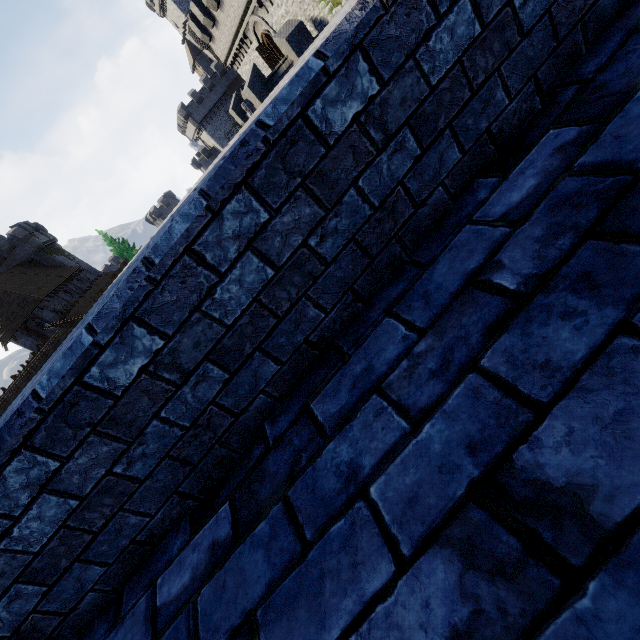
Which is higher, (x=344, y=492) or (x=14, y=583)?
(x=14, y=583)

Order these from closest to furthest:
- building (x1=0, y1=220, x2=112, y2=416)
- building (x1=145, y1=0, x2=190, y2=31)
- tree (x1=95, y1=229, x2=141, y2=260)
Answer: building (x1=0, y1=220, x2=112, y2=416) < tree (x1=95, y1=229, x2=141, y2=260) < building (x1=145, y1=0, x2=190, y2=31)

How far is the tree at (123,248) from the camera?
50.53m

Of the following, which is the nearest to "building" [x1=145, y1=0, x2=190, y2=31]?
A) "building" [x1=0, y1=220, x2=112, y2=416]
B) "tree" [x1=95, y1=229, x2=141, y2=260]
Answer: "tree" [x1=95, y1=229, x2=141, y2=260]

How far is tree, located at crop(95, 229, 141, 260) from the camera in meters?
50.5

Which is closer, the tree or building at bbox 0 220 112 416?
building at bbox 0 220 112 416

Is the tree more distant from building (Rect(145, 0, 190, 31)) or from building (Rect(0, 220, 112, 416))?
building (Rect(145, 0, 190, 31))

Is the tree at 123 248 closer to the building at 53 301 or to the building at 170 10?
the building at 53 301
